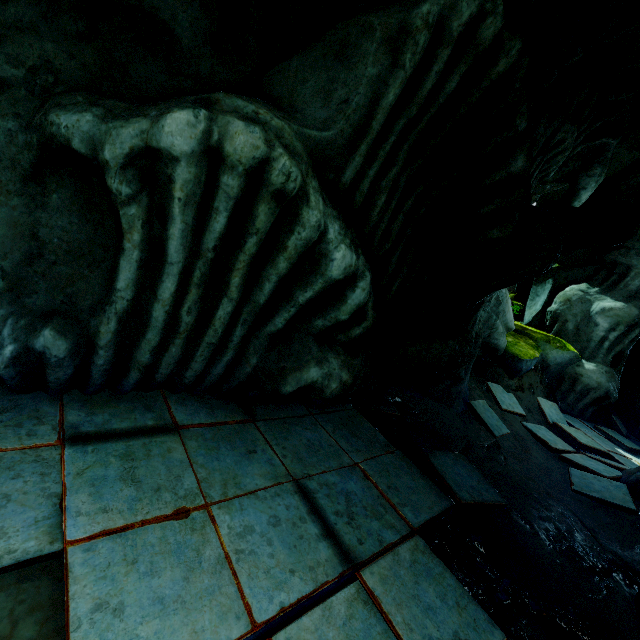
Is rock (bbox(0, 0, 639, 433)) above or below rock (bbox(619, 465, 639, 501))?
above

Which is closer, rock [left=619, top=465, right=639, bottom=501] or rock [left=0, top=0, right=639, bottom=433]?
rock [left=0, top=0, right=639, bottom=433]

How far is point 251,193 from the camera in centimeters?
222cm

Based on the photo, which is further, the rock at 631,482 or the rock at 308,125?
the rock at 631,482

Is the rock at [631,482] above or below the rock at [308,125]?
below
